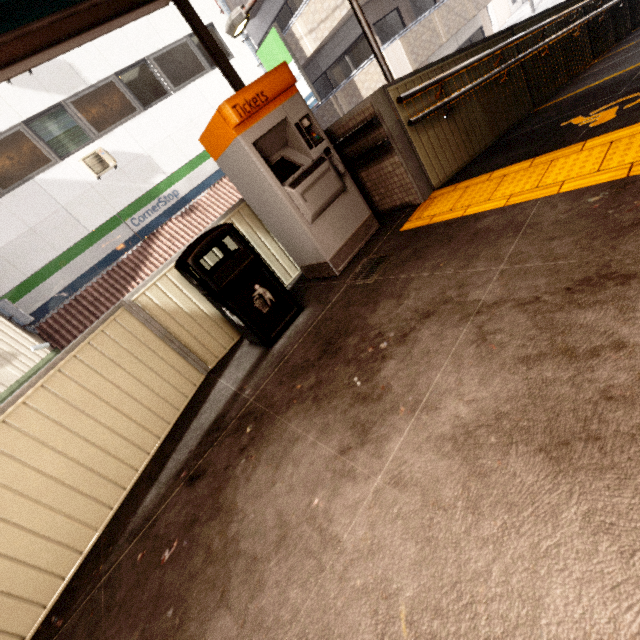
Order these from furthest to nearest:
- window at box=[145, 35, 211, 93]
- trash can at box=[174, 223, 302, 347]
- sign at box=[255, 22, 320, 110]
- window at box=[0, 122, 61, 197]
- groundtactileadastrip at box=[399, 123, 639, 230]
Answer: sign at box=[255, 22, 320, 110] < window at box=[145, 35, 211, 93] < window at box=[0, 122, 61, 197] < trash can at box=[174, 223, 302, 347] < groundtactileadastrip at box=[399, 123, 639, 230]

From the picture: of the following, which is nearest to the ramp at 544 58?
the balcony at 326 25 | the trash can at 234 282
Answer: the trash can at 234 282

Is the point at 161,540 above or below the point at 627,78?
above

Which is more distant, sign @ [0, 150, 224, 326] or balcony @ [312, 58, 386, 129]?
balcony @ [312, 58, 386, 129]

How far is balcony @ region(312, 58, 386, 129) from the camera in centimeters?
1292cm

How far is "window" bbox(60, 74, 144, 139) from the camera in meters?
9.3 m

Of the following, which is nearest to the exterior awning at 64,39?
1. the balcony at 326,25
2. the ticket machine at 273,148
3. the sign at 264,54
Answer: the ticket machine at 273,148

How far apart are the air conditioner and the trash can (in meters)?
8.66
